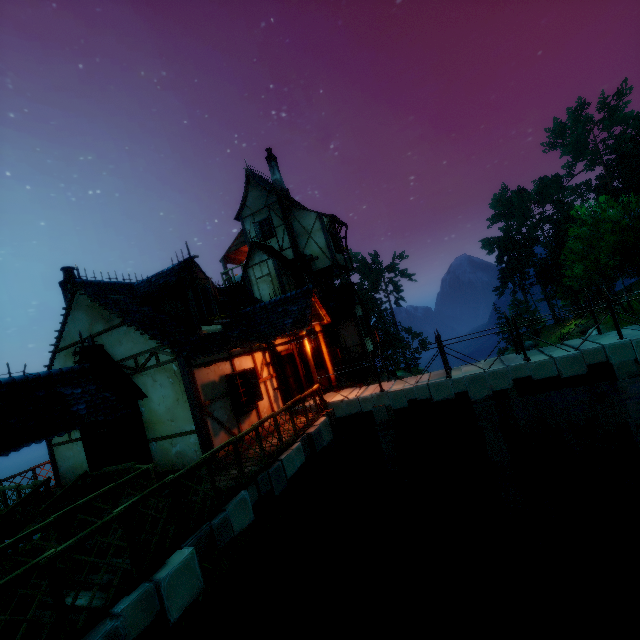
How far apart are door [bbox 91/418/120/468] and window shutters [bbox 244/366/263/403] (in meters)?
3.40

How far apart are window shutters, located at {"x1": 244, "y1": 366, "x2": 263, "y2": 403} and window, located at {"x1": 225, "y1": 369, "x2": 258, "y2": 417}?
0.0 meters

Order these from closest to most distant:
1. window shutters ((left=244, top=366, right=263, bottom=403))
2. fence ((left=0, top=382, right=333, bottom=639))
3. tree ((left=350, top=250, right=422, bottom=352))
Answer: fence ((left=0, top=382, right=333, bottom=639)) → window shutters ((left=244, top=366, right=263, bottom=403)) → tree ((left=350, top=250, right=422, bottom=352))

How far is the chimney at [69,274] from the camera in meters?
11.6

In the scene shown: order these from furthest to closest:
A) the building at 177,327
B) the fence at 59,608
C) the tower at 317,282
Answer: the tower at 317,282
the building at 177,327
the fence at 59,608

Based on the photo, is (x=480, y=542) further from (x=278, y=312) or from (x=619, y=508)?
(x=278, y=312)

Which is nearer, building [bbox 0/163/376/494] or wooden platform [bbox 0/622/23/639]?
wooden platform [bbox 0/622/23/639]

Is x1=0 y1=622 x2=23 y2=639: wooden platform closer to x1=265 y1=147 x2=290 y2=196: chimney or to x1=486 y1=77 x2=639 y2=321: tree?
x1=265 y1=147 x2=290 y2=196: chimney
